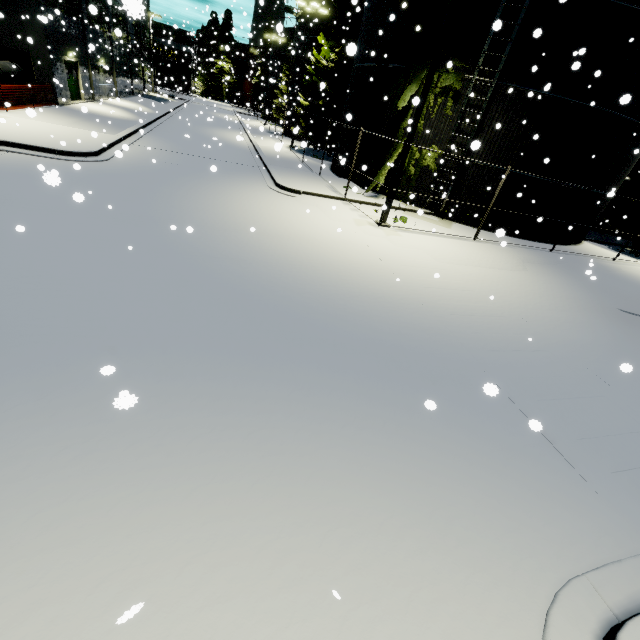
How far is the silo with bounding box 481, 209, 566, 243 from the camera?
16.6 meters

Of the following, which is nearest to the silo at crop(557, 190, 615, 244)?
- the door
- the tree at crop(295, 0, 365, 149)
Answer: the tree at crop(295, 0, 365, 149)

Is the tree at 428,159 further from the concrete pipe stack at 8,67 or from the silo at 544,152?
the concrete pipe stack at 8,67

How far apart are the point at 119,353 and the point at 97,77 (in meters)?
36.79

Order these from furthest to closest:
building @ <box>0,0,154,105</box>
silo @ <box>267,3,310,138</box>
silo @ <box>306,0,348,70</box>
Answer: silo @ <box>267,3,310,138</box> < silo @ <box>306,0,348,70</box> < building @ <box>0,0,154,105</box>

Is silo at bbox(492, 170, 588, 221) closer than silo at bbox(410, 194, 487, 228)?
Yes

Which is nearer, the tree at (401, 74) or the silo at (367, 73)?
the tree at (401, 74)
